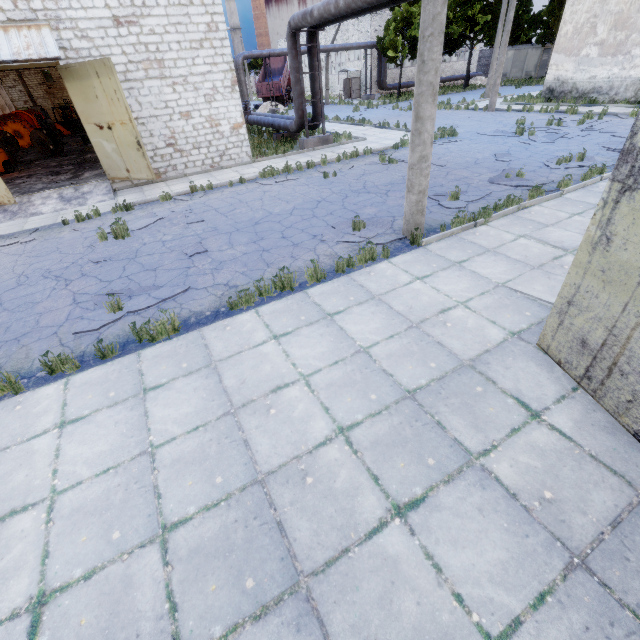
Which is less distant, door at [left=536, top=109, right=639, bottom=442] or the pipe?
door at [left=536, top=109, right=639, bottom=442]

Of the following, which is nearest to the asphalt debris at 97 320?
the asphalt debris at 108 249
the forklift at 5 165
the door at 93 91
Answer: the asphalt debris at 108 249

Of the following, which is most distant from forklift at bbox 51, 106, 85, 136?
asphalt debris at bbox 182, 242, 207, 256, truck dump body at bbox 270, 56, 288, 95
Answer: asphalt debris at bbox 182, 242, 207, 256

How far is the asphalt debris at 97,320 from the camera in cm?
571

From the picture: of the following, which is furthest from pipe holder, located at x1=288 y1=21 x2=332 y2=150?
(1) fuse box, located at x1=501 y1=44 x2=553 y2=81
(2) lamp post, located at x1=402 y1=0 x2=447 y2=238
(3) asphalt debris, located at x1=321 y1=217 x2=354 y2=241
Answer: (1) fuse box, located at x1=501 y1=44 x2=553 y2=81

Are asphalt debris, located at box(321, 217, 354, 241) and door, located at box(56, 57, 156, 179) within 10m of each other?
yes

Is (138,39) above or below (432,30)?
above

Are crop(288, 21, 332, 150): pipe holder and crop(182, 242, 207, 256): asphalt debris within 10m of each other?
no
